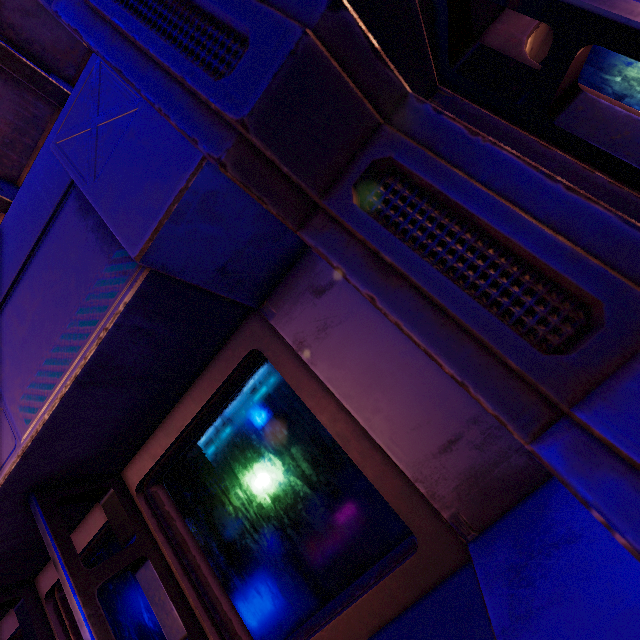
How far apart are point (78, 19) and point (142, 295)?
0.9m
